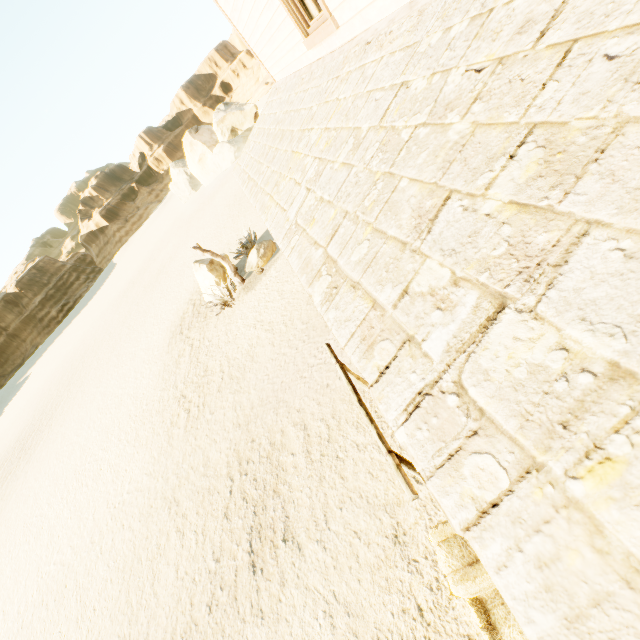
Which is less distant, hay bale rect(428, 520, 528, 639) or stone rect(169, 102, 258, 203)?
hay bale rect(428, 520, 528, 639)

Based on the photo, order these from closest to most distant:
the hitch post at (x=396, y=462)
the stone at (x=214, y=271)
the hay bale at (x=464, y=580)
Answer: the hay bale at (x=464, y=580) → the hitch post at (x=396, y=462) → the stone at (x=214, y=271)

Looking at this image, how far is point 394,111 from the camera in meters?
2.2

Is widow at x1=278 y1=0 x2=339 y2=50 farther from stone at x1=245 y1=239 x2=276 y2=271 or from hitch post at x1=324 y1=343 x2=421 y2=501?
stone at x1=245 y1=239 x2=276 y2=271

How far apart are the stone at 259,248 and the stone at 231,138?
33.56m

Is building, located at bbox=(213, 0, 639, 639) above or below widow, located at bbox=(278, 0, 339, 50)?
below

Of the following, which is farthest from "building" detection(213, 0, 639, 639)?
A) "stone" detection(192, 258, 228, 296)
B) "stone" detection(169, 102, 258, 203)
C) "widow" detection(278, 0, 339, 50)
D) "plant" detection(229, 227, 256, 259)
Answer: "stone" detection(169, 102, 258, 203)

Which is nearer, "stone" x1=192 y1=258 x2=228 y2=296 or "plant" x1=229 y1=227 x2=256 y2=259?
"stone" x1=192 y1=258 x2=228 y2=296
